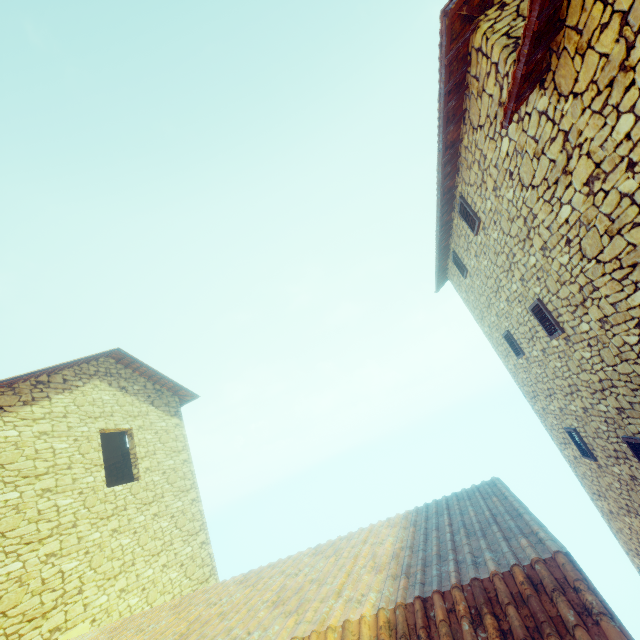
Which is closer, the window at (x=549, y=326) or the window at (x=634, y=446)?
the window at (x=634, y=446)

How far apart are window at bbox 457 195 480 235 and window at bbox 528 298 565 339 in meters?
1.8 m

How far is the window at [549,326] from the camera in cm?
542

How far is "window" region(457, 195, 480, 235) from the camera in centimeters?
632cm

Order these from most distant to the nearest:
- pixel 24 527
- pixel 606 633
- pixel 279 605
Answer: pixel 24 527 < pixel 279 605 < pixel 606 633

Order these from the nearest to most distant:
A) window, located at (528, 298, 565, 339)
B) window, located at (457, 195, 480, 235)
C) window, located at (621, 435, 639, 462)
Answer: window, located at (621, 435, 639, 462) → window, located at (528, 298, 565, 339) → window, located at (457, 195, 480, 235)

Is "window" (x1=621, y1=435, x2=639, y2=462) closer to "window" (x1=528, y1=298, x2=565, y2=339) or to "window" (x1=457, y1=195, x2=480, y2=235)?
"window" (x1=528, y1=298, x2=565, y2=339)
